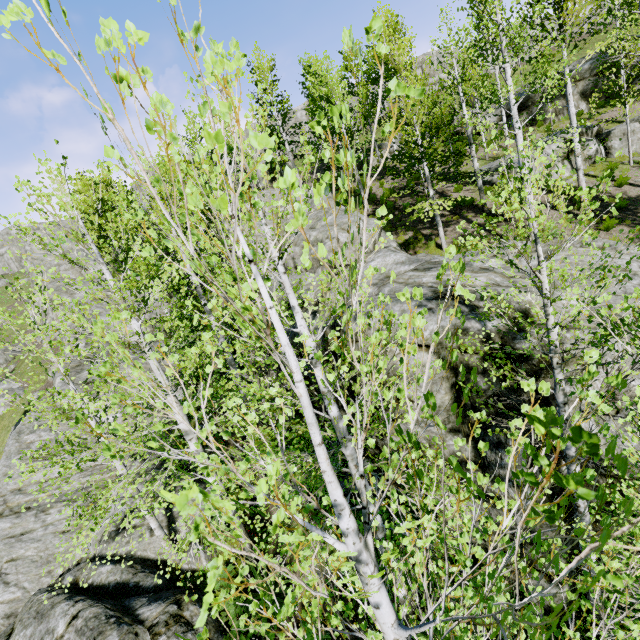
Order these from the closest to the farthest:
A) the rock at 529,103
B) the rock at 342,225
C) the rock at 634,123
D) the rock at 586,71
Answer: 1. the rock at 342,225
2. the rock at 634,123
3. the rock at 586,71
4. the rock at 529,103

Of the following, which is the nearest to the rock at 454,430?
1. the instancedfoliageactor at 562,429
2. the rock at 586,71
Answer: the instancedfoliageactor at 562,429

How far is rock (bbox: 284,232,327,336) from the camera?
11.4m

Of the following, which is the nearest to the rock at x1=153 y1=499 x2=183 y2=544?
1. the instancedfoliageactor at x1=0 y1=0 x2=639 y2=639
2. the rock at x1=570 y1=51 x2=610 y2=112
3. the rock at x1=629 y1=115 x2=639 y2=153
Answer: the instancedfoliageactor at x1=0 y1=0 x2=639 y2=639

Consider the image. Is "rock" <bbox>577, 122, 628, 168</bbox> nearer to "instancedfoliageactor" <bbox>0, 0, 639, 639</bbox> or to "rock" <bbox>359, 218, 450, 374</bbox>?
"instancedfoliageactor" <bbox>0, 0, 639, 639</bbox>

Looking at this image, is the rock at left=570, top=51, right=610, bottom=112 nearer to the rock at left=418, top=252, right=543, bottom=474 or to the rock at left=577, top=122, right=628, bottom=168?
the rock at left=577, top=122, right=628, bottom=168

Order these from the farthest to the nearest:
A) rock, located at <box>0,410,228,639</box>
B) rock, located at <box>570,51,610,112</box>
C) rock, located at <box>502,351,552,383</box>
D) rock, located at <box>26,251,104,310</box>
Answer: rock, located at <box>26,251,104,310</box> < rock, located at <box>570,51,610,112</box> < rock, located at <box>0,410,228,639</box> < rock, located at <box>502,351,552,383</box>

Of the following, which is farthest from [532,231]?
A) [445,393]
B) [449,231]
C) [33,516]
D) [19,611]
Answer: [33,516]
